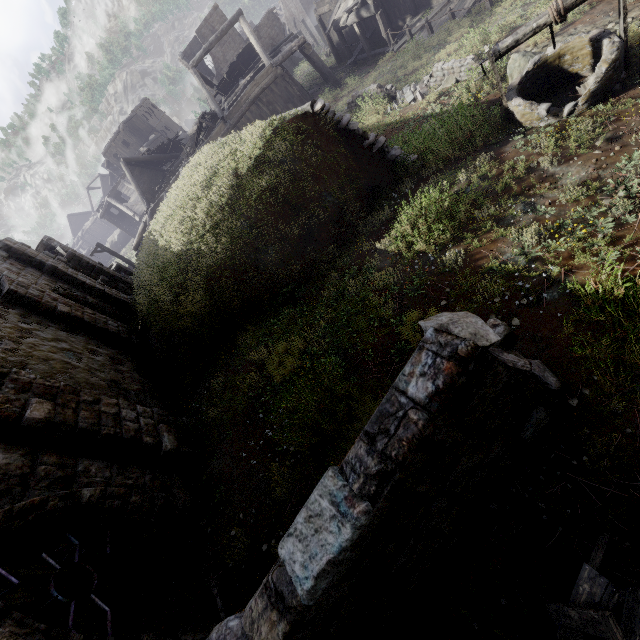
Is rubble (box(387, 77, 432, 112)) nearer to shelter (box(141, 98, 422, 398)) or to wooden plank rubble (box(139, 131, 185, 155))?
shelter (box(141, 98, 422, 398))

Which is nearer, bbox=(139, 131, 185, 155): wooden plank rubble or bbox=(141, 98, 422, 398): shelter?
bbox=(141, 98, 422, 398): shelter

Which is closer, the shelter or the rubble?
the shelter

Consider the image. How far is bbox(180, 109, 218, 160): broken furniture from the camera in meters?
22.3

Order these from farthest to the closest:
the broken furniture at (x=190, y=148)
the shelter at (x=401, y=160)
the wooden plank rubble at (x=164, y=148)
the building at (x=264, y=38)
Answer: the wooden plank rubble at (x=164, y=148), the broken furniture at (x=190, y=148), the building at (x=264, y=38), the shelter at (x=401, y=160)

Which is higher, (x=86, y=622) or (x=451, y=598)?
(x=86, y=622)

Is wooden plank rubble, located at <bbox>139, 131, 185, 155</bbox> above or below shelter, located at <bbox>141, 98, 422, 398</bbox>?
above

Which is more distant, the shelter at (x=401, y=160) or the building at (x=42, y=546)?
the shelter at (x=401, y=160)
